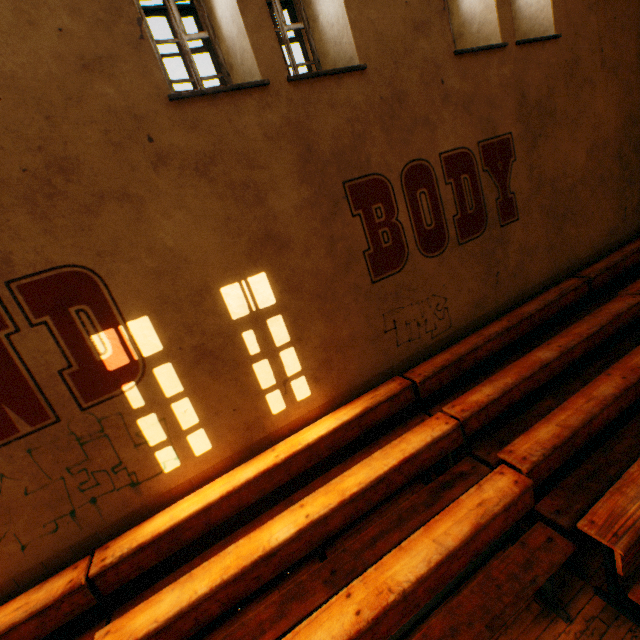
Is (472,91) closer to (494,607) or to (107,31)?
(107,31)
